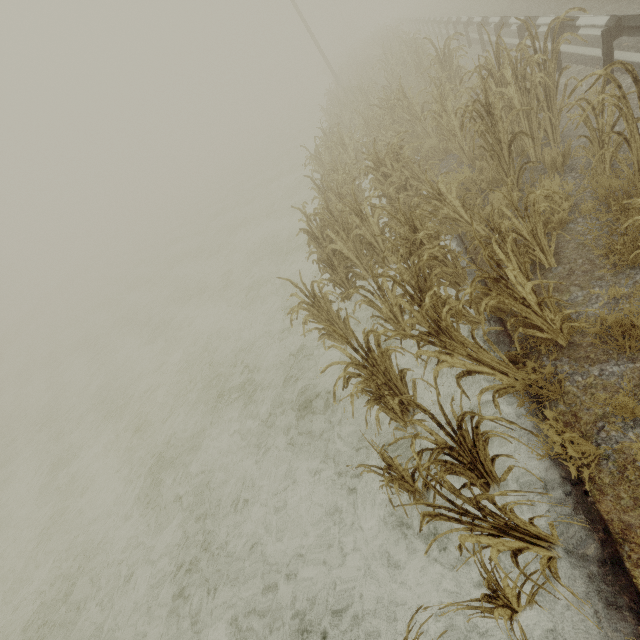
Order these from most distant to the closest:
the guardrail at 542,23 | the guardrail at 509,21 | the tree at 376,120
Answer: the guardrail at 509,21 → the guardrail at 542,23 → the tree at 376,120

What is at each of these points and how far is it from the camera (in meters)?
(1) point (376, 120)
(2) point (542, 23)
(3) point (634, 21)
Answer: (1) tree, 9.62
(2) guardrail, 7.63
(3) guardrail, 5.12

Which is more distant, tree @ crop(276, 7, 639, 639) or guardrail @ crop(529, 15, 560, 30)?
guardrail @ crop(529, 15, 560, 30)

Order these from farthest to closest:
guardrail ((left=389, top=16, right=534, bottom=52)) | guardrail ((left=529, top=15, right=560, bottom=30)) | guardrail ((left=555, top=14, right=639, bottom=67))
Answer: guardrail ((left=389, top=16, right=534, bottom=52))
guardrail ((left=529, top=15, right=560, bottom=30))
guardrail ((left=555, top=14, right=639, bottom=67))

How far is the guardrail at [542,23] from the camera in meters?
7.3

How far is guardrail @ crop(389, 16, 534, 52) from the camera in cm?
862
